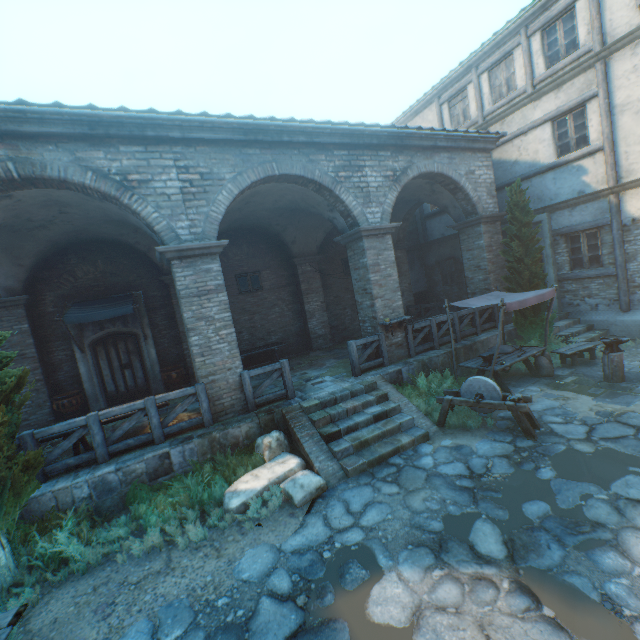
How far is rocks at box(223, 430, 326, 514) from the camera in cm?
542

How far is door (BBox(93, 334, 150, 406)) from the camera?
10.8 meters

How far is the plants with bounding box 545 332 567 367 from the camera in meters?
9.4

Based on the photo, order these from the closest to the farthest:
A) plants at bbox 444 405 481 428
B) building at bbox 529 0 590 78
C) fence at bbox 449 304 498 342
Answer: plants at bbox 444 405 481 428 < building at bbox 529 0 590 78 < fence at bbox 449 304 498 342

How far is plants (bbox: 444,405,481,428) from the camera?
6.9 meters

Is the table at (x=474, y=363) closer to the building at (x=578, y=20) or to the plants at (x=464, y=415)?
the plants at (x=464, y=415)

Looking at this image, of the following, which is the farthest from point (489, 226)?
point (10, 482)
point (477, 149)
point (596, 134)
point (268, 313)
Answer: point (10, 482)

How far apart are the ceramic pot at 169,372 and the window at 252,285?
3.4m
